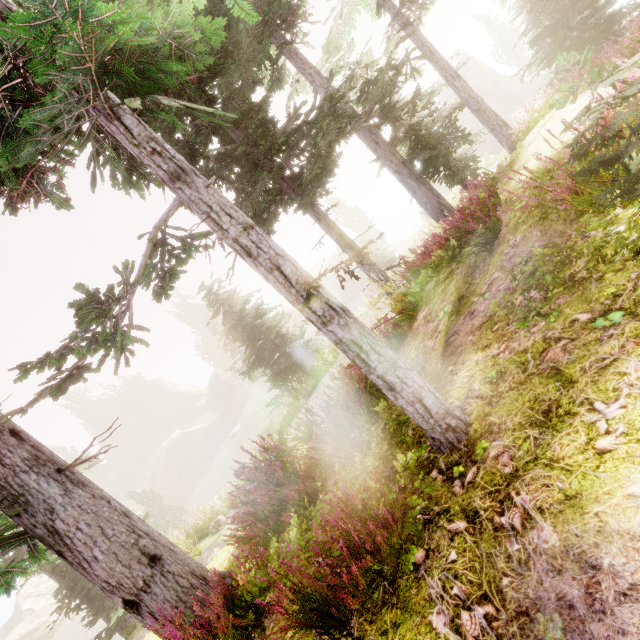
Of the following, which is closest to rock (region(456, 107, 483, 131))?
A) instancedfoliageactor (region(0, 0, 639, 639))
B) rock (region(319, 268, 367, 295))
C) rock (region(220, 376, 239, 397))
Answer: instancedfoliageactor (region(0, 0, 639, 639))

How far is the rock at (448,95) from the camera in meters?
42.8

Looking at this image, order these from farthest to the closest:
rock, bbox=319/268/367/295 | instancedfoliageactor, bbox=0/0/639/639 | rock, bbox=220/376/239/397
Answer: rock, bbox=220/376/239/397
rock, bbox=319/268/367/295
instancedfoliageactor, bbox=0/0/639/639

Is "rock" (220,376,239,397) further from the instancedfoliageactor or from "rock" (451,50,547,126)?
"rock" (451,50,547,126)

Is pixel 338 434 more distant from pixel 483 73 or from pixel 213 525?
pixel 483 73

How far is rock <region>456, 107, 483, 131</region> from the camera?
41.9 meters

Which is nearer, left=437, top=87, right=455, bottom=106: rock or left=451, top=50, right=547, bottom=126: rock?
left=451, top=50, right=547, bottom=126: rock

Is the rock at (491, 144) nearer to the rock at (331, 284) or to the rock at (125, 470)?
the rock at (331, 284)
